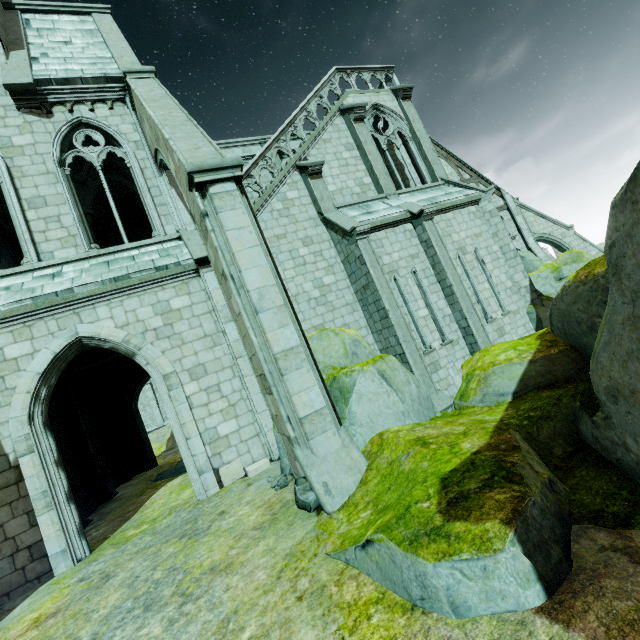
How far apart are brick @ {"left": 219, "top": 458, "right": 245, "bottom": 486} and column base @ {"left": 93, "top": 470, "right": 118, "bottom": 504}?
8.20m

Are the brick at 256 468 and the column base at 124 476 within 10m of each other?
no

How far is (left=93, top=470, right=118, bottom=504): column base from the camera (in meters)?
12.95

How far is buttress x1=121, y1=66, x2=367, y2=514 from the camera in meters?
5.0 m

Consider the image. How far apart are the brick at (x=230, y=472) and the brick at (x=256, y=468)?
0.1m

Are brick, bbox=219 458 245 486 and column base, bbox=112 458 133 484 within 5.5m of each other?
no

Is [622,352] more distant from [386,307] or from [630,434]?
[386,307]

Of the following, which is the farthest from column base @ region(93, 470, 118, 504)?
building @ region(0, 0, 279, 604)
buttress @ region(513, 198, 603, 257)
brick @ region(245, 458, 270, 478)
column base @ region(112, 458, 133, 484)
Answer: buttress @ region(513, 198, 603, 257)
